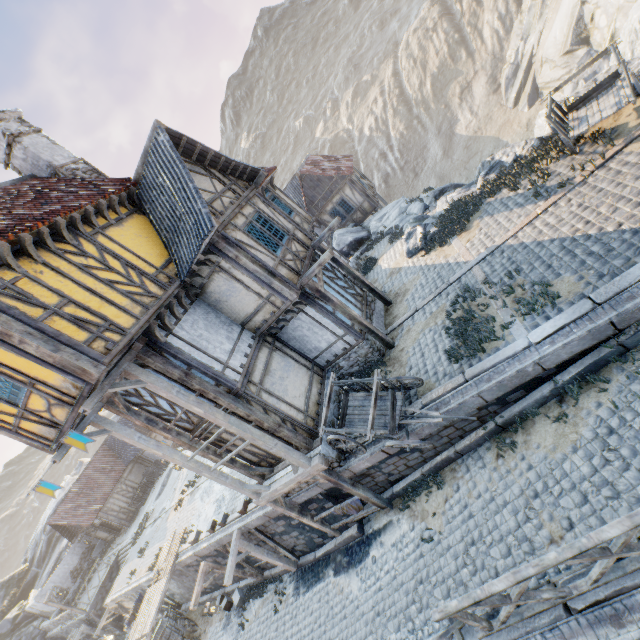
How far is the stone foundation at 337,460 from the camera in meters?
9.6

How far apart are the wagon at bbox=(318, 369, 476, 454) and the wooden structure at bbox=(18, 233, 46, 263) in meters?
7.5

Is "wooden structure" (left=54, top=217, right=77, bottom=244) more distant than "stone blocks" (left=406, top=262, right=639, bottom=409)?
Yes

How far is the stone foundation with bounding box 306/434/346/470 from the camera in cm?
959

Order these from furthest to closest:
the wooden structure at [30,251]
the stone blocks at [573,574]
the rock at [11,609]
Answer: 1. the rock at [11,609]
2. the wooden structure at [30,251]
3. the stone blocks at [573,574]

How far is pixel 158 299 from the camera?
8.5m

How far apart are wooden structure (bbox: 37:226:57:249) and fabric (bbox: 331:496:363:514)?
10.7 meters

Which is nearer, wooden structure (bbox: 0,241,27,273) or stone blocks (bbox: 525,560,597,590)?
stone blocks (bbox: 525,560,597,590)
